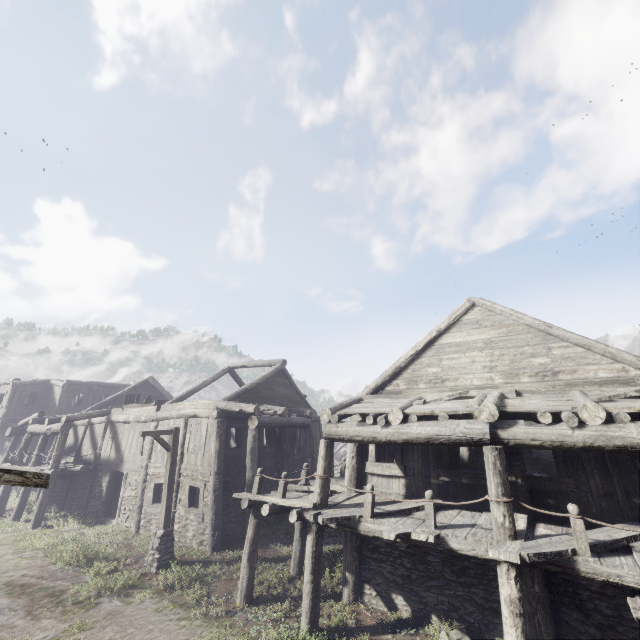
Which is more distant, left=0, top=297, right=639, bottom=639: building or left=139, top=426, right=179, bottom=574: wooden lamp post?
left=139, top=426, right=179, bottom=574: wooden lamp post

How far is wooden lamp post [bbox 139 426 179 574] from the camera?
11.3m

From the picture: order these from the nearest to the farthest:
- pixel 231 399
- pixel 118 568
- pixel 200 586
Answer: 1. pixel 200 586
2. pixel 118 568
3. pixel 231 399

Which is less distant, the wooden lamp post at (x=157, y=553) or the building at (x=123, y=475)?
the building at (x=123, y=475)

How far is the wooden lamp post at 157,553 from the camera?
11.33m
